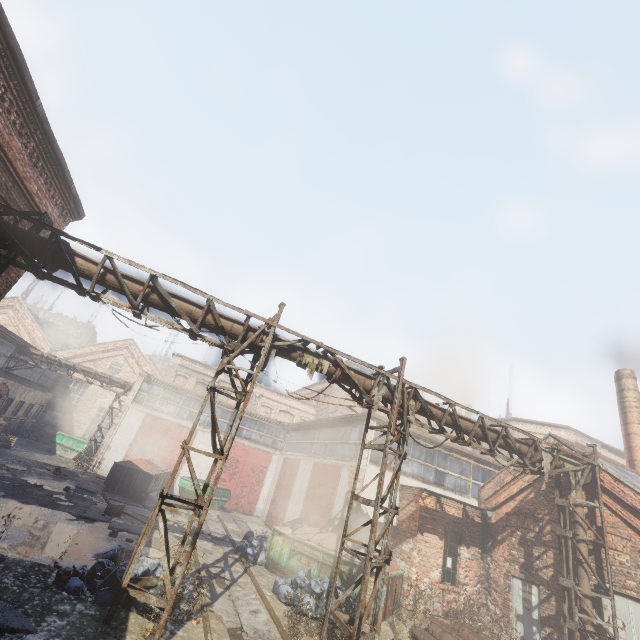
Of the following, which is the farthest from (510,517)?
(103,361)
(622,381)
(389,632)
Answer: (103,361)

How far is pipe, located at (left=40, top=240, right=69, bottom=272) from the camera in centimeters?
690cm

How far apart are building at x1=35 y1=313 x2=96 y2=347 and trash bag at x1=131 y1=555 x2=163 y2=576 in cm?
6458

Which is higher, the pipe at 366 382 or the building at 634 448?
the building at 634 448

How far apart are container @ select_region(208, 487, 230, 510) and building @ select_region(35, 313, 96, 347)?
53.3 meters

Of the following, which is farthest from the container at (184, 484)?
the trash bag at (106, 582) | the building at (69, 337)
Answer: the building at (69, 337)

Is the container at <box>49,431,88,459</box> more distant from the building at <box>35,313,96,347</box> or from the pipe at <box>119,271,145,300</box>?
the building at <box>35,313,96,347</box>

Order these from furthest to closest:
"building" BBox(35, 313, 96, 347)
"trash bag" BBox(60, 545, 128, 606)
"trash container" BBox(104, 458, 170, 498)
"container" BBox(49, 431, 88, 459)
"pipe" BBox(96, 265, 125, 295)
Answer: "building" BBox(35, 313, 96, 347), "container" BBox(49, 431, 88, 459), "trash container" BBox(104, 458, 170, 498), "pipe" BBox(96, 265, 125, 295), "trash bag" BBox(60, 545, 128, 606)
